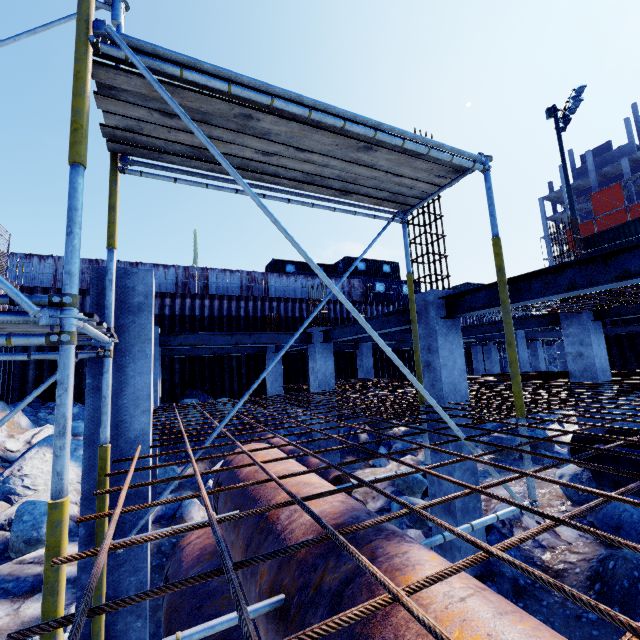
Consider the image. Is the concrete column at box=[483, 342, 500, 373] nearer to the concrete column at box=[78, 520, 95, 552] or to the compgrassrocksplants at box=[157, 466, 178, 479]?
the compgrassrocksplants at box=[157, 466, 178, 479]

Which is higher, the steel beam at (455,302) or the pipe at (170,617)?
the steel beam at (455,302)

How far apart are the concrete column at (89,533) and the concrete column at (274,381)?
10.4m

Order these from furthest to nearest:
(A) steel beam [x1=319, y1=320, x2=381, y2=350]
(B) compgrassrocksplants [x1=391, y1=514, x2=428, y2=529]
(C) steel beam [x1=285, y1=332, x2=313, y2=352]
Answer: (C) steel beam [x1=285, y1=332, x2=313, y2=352], (A) steel beam [x1=319, y1=320, x2=381, y2=350], (B) compgrassrocksplants [x1=391, y1=514, x2=428, y2=529]

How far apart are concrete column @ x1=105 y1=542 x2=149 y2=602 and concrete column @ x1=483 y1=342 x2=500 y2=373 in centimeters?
2150cm

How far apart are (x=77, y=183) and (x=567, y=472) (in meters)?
9.16

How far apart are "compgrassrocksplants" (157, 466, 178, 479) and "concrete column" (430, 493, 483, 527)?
7.77m

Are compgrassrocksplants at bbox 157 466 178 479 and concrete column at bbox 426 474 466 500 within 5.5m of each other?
no
